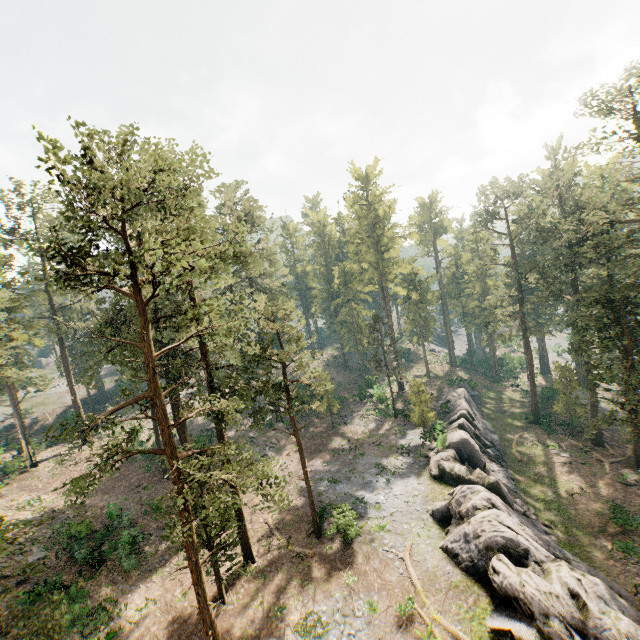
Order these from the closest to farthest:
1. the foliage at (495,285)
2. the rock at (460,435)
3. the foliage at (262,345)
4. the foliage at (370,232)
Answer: the foliage at (262,345), the rock at (460,435), the foliage at (495,285), the foliage at (370,232)

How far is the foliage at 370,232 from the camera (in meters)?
41.09

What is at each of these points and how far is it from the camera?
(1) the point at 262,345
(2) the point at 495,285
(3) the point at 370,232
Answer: (1) foliage, 22.3m
(2) foliage, 55.2m
(3) foliage, 49.5m

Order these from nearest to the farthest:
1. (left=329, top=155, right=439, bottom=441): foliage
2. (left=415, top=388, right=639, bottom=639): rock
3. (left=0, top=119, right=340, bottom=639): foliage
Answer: (left=0, top=119, right=340, bottom=639): foliage, (left=415, top=388, right=639, bottom=639): rock, (left=329, top=155, right=439, bottom=441): foliage

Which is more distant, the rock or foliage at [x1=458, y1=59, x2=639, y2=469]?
foliage at [x1=458, y1=59, x2=639, y2=469]

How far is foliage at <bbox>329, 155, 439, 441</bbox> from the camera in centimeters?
4109cm

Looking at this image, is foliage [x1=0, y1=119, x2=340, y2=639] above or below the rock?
above

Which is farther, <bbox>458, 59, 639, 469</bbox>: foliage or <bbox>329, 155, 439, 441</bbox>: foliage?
<bbox>329, 155, 439, 441</bbox>: foliage
